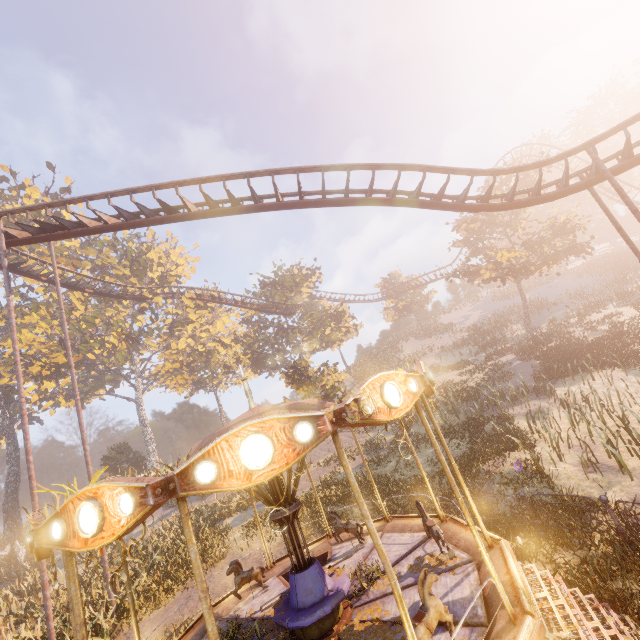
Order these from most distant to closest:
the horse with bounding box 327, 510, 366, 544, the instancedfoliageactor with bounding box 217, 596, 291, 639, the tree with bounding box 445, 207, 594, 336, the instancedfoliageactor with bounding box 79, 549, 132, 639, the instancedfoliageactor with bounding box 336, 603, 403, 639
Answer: the tree with bounding box 445, 207, 594, 336, the instancedfoliageactor with bounding box 79, 549, 132, 639, the horse with bounding box 327, 510, 366, 544, the instancedfoliageactor with bounding box 217, 596, 291, 639, the instancedfoliageactor with bounding box 336, 603, 403, 639

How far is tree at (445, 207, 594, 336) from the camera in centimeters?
2650cm

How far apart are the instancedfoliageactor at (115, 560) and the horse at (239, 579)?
14.5 meters

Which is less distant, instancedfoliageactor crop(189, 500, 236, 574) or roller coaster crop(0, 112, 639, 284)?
roller coaster crop(0, 112, 639, 284)

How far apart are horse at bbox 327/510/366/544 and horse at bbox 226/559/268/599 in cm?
202

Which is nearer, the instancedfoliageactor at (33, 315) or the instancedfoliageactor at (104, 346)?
the instancedfoliageactor at (33, 315)

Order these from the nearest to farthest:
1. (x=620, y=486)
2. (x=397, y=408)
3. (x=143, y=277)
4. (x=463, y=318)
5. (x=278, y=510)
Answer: (x=397, y=408) < (x=278, y=510) < (x=620, y=486) < (x=143, y=277) < (x=463, y=318)

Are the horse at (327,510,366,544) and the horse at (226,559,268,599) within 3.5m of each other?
yes
